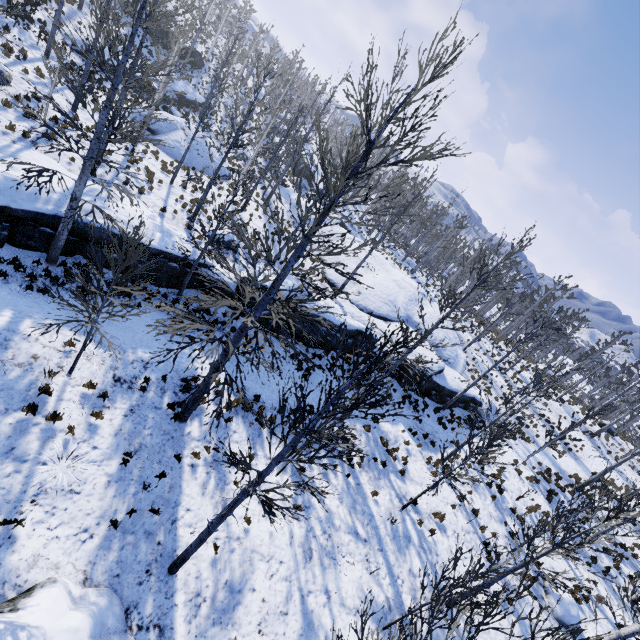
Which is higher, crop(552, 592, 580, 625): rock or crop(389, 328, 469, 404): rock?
crop(389, 328, 469, 404): rock

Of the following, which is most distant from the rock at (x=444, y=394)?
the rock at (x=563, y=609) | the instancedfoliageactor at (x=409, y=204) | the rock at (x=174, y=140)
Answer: the rock at (x=563, y=609)

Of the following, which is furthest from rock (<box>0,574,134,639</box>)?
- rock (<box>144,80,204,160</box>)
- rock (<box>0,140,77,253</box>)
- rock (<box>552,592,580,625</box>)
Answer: rock (<box>144,80,204,160</box>)

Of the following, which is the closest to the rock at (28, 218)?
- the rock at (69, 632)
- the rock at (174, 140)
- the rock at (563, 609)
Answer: the rock at (174, 140)

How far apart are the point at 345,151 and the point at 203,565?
49.78m

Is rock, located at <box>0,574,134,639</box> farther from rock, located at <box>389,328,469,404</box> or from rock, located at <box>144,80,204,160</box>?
rock, located at <box>144,80,204,160</box>

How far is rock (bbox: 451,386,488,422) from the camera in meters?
21.6 m
